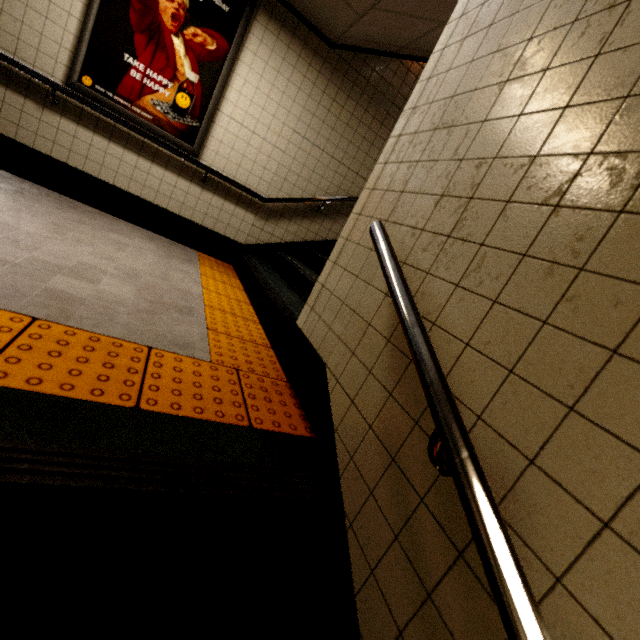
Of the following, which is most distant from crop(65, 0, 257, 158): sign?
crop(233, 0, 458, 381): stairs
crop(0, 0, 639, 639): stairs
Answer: crop(0, 0, 639, 639): stairs

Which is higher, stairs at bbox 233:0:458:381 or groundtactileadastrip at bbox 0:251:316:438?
stairs at bbox 233:0:458:381

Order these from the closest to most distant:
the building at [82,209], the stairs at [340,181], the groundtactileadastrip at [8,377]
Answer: the groundtactileadastrip at [8,377] → the building at [82,209] → the stairs at [340,181]

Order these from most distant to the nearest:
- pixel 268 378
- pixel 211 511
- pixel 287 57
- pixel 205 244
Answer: pixel 205 244
pixel 287 57
pixel 268 378
pixel 211 511

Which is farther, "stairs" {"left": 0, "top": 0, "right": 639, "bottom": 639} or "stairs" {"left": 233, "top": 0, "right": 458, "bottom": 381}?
"stairs" {"left": 233, "top": 0, "right": 458, "bottom": 381}

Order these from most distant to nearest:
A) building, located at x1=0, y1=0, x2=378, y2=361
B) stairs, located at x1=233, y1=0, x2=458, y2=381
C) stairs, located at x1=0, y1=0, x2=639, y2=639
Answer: stairs, located at x1=233, y1=0, x2=458, y2=381, building, located at x1=0, y1=0, x2=378, y2=361, stairs, located at x1=0, y1=0, x2=639, y2=639

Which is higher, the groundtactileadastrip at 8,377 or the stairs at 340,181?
the stairs at 340,181

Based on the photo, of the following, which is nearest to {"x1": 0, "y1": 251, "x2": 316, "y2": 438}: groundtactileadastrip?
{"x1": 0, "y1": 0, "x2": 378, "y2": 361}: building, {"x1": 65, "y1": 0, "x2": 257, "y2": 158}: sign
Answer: {"x1": 0, "y1": 0, "x2": 378, "y2": 361}: building
